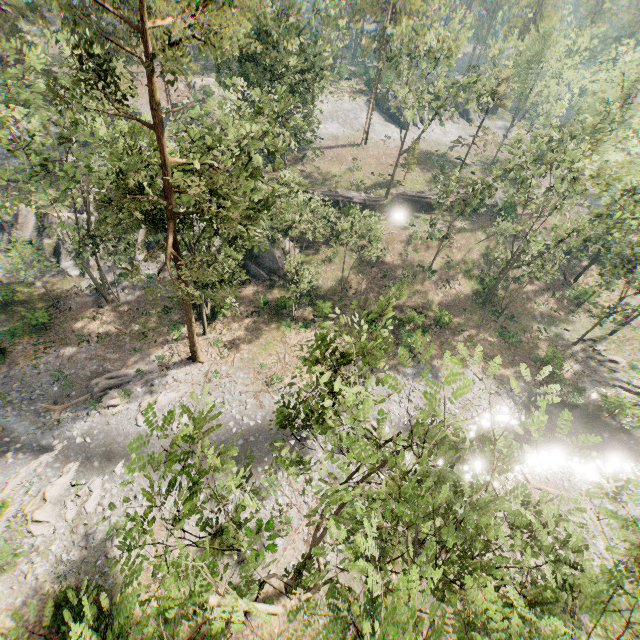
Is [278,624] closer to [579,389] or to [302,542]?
[302,542]

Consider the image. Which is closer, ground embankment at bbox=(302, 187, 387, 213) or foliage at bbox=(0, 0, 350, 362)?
foliage at bbox=(0, 0, 350, 362)

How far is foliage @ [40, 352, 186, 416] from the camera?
24.03m

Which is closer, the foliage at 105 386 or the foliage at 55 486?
the foliage at 55 486

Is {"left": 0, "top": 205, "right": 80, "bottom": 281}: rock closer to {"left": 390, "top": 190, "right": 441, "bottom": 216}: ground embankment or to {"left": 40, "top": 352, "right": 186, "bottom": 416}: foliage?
{"left": 40, "top": 352, "right": 186, "bottom": 416}: foliage

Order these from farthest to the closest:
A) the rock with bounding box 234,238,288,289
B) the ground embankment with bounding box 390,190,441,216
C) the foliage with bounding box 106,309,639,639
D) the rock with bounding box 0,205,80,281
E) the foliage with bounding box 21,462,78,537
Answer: the ground embankment with bounding box 390,190,441,216 → the rock with bounding box 234,238,288,289 → the rock with bounding box 0,205,80,281 → the foliage with bounding box 21,462,78,537 → the foliage with bounding box 106,309,639,639

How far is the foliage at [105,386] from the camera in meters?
24.0

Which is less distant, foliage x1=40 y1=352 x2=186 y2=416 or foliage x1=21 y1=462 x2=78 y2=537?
foliage x1=21 y1=462 x2=78 y2=537
